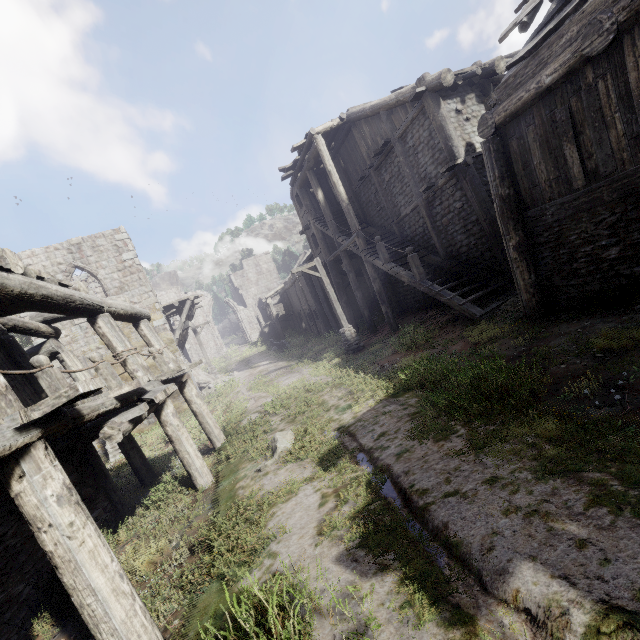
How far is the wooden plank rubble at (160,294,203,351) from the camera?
19.24m

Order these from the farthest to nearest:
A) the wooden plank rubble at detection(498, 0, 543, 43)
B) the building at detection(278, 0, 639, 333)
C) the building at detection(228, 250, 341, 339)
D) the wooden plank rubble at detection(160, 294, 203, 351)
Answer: the building at detection(228, 250, 341, 339), the wooden plank rubble at detection(160, 294, 203, 351), the wooden plank rubble at detection(498, 0, 543, 43), the building at detection(278, 0, 639, 333)

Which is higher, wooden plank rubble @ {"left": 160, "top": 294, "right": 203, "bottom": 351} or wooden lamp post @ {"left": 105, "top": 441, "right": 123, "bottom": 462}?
wooden plank rubble @ {"left": 160, "top": 294, "right": 203, "bottom": 351}

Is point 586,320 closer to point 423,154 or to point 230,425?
point 423,154

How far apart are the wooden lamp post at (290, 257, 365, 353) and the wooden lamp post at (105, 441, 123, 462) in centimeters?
1055cm

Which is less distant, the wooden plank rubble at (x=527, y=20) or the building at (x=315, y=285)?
the wooden plank rubble at (x=527, y=20)

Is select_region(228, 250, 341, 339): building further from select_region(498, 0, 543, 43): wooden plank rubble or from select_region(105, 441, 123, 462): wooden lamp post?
select_region(105, 441, 123, 462): wooden lamp post

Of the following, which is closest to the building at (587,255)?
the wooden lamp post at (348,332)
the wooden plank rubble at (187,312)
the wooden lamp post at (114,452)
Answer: the wooden plank rubble at (187,312)
